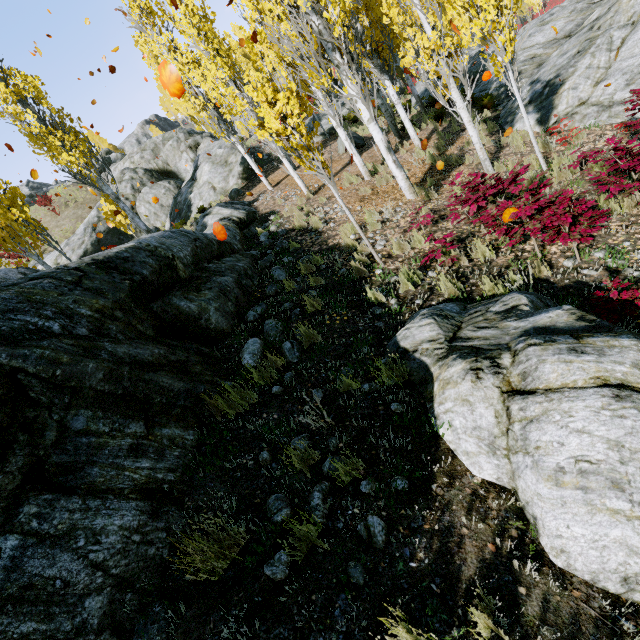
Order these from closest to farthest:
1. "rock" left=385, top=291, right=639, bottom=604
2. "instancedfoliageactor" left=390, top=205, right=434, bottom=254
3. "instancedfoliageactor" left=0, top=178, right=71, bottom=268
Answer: "rock" left=385, top=291, right=639, bottom=604, "instancedfoliageactor" left=390, top=205, right=434, bottom=254, "instancedfoliageactor" left=0, top=178, right=71, bottom=268

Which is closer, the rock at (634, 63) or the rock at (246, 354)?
the rock at (246, 354)

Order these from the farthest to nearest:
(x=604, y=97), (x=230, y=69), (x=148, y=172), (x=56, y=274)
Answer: (x=148, y=172) < (x=230, y=69) < (x=604, y=97) < (x=56, y=274)

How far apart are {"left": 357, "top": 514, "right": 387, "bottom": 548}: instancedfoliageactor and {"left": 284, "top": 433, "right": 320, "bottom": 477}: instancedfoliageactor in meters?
0.3

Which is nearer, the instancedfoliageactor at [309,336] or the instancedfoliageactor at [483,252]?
the instancedfoliageactor at [309,336]

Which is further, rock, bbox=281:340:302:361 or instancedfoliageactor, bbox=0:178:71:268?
instancedfoliageactor, bbox=0:178:71:268

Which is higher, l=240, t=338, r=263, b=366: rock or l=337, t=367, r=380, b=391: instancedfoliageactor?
l=240, t=338, r=263, b=366: rock

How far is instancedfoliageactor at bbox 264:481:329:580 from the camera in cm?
238
